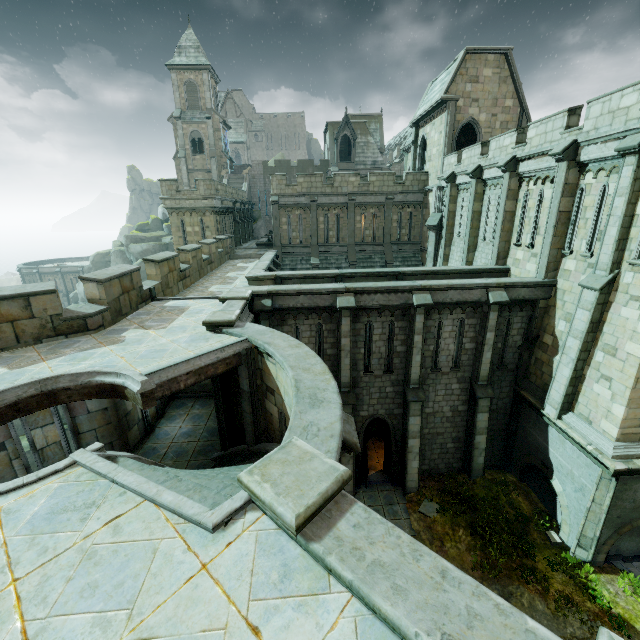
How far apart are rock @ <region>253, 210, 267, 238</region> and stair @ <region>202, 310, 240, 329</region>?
36.8m

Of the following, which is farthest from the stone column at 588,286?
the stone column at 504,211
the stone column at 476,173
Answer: the stone column at 476,173

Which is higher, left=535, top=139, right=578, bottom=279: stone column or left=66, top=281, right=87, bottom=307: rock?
left=535, top=139, right=578, bottom=279: stone column

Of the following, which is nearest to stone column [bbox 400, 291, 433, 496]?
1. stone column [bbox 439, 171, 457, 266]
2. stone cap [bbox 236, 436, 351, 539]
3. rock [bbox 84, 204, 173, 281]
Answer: stone cap [bbox 236, 436, 351, 539]

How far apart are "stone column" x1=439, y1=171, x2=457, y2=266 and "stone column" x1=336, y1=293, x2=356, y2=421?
12.7 meters

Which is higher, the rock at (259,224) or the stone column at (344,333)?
the rock at (259,224)

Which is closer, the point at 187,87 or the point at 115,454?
the point at 115,454

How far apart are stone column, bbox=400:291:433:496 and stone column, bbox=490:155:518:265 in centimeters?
571cm
